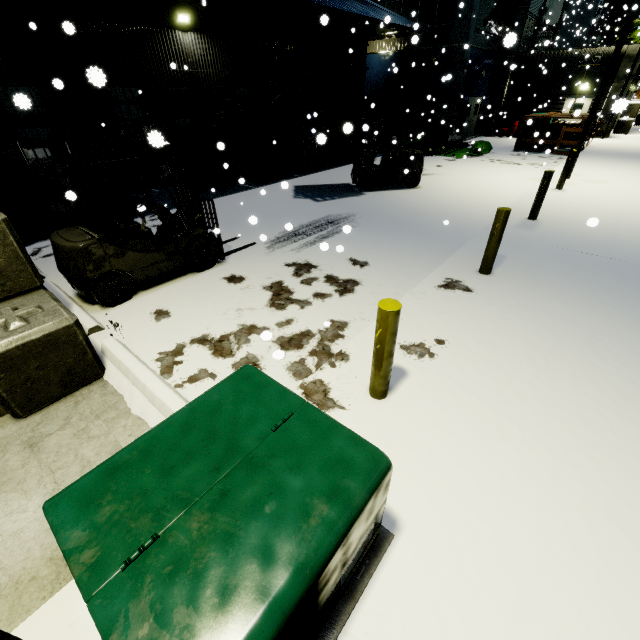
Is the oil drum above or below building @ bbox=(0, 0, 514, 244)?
below

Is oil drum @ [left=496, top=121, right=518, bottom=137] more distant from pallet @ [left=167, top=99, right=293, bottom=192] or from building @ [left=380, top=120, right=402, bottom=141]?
pallet @ [left=167, top=99, right=293, bottom=192]

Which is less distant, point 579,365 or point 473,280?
point 579,365

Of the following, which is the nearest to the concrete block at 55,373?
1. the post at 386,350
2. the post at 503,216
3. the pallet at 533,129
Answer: the post at 386,350

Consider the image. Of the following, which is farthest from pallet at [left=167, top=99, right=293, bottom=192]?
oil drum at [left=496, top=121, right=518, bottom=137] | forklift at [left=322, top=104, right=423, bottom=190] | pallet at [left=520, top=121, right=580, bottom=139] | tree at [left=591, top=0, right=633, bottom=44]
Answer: tree at [left=591, top=0, right=633, bottom=44]

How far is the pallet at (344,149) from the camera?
15.21m

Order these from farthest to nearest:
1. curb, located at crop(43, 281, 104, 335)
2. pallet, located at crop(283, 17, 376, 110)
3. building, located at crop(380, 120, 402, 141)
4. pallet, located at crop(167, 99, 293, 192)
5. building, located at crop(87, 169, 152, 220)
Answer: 1. building, located at crop(380, 120, 402, 141)
2. pallet, located at crop(167, 99, 293, 192)
3. building, located at crop(87, 169, 152, 220)
4. pallet, located at crop(283, 17, 376, 110)
5. curb, located at crop(43, 281, 104, 335)

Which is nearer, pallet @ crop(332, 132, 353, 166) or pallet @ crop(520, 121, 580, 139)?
pallet @ crop(332, 132, 353, 166)
